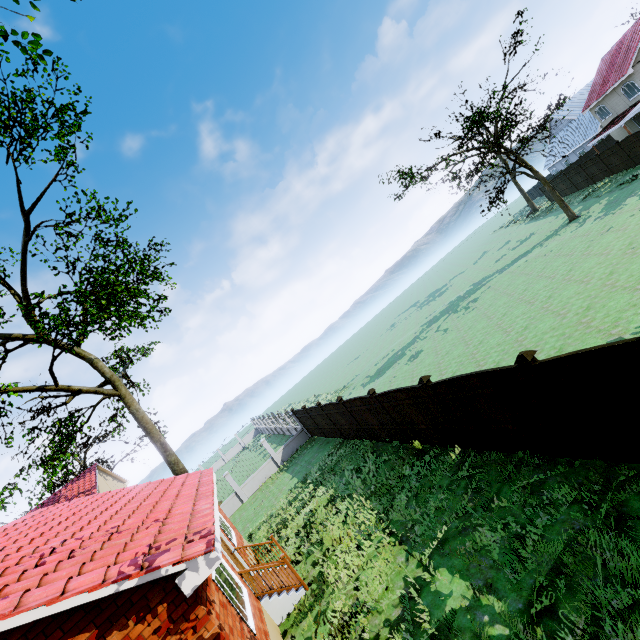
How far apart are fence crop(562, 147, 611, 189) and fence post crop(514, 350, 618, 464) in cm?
3680

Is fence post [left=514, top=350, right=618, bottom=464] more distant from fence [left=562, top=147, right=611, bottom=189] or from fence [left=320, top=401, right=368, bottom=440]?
fence [left=562, top=147, right=611, bottom=189]

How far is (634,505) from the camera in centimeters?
512cm

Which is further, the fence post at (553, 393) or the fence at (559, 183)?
the fence at (559, 183)

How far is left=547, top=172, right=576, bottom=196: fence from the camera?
35.25m

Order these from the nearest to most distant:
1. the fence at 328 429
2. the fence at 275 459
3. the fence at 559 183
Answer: the fence at 328 429, the fence at 275 459, the fence at 559 183

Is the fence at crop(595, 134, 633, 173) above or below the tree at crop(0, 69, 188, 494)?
below

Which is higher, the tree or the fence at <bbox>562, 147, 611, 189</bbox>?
the tree
